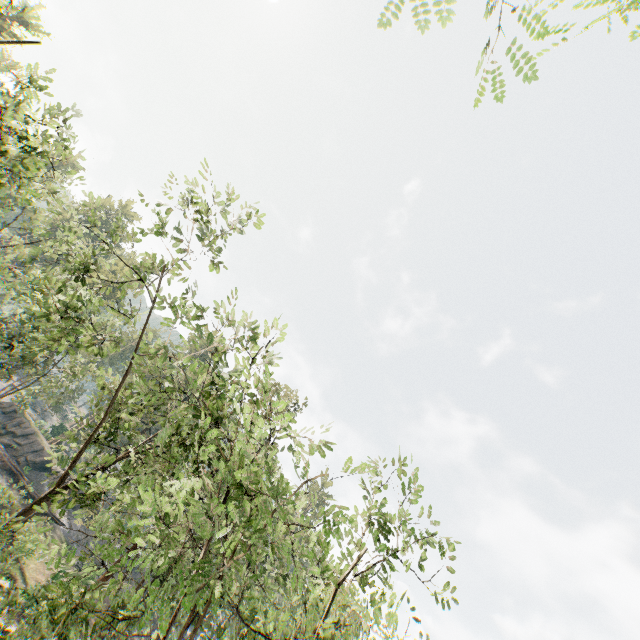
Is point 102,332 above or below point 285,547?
above

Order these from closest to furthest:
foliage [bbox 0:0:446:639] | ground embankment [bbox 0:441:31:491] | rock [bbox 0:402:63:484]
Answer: foliage [bbox 0:0:446:639] < ground embankment [bbox 0:441:31:491] < rock [bbox 0:402:63:484]

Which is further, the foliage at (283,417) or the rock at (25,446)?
the rock at (25,446)

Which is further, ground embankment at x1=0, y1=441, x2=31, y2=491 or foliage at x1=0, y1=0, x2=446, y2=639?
ground embankment at x1=0, y1=441, x2=31, y2=491

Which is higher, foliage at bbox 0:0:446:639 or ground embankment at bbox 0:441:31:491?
foliage at bbox 0:0:446:639

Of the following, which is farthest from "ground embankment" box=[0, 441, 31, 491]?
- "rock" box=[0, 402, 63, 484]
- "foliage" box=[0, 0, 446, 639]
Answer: "foliage" box=[0, 0, 446, 639]

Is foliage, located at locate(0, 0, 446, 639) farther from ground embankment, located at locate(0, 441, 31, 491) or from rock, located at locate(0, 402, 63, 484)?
ground embankment, located at locate(0, 441, 31, 491)

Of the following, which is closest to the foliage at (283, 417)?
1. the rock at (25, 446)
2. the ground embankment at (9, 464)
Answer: the rock at (25, 446)
